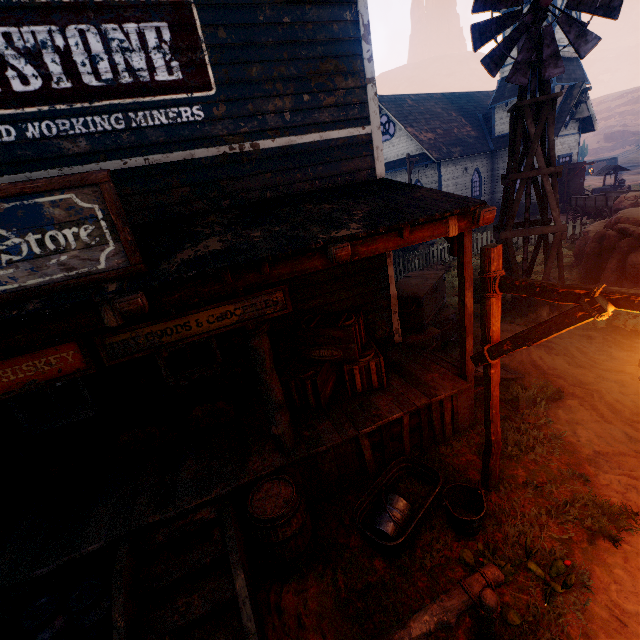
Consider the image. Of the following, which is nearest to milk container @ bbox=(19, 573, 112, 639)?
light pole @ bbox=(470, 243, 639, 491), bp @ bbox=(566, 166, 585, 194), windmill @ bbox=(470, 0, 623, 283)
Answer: light pole @ bbox=(470, 243, 639, 491)

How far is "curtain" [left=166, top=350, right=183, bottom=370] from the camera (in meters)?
5.41

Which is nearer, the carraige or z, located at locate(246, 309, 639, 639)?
z, located at locate(246, 309, 639, 639)

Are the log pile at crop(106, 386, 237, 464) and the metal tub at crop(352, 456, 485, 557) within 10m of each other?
yes

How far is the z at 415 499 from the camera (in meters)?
4.35

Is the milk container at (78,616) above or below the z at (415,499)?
above

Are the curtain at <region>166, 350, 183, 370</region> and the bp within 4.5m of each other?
no

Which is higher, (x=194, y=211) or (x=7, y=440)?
(x=194, y=211)
